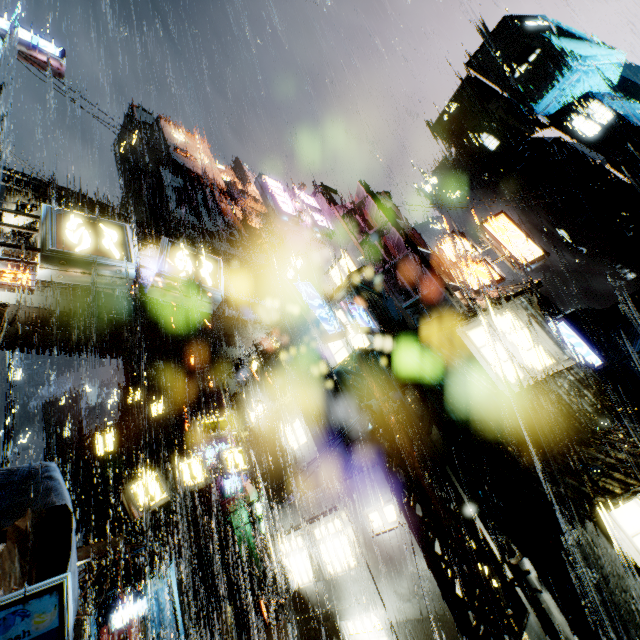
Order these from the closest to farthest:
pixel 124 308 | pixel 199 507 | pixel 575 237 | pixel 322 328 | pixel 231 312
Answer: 1. pixel 322 328
2. pixel 124 308
3. pixel 231 312
4. pixel 199 507
5. pixel 575 237

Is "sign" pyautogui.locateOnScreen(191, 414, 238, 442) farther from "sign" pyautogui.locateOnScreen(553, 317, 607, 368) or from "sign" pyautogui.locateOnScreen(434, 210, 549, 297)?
"sign" pyautogui.locateOnScreen(553, 317, 607, 368)

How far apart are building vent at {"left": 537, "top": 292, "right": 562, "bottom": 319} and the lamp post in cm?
3193

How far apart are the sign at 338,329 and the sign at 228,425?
9.6 meters

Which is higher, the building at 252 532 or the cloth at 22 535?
the cloth at 22 535

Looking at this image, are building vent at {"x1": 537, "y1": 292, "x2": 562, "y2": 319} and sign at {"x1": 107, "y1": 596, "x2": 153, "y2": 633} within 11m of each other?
no

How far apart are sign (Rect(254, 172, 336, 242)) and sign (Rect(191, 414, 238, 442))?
10.2m

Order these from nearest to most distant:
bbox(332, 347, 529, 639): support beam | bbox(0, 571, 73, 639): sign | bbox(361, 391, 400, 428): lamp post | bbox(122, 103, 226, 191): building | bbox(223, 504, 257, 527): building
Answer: bbox(0, 571, 73, 639): sign
bbox(332, 347, 529, 639): support beam
bbox(361, 391, 400, 428): lamp post
bbox(223, 504, 257, 527): building
bbox(122, 103, 226, 191): building
